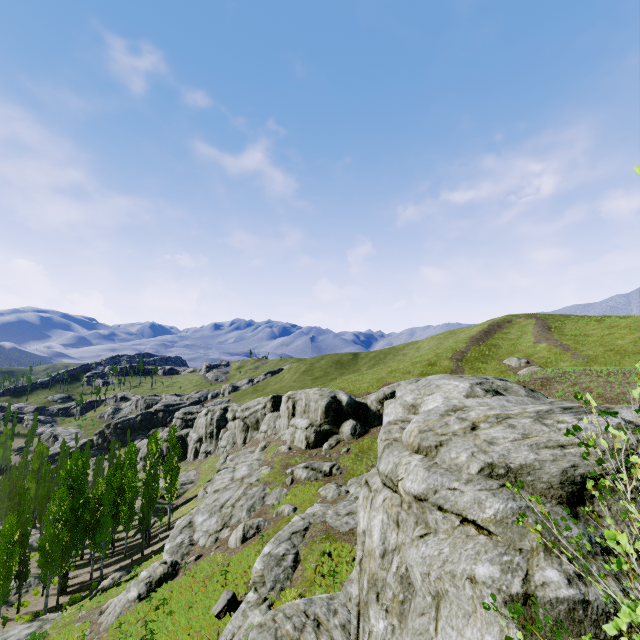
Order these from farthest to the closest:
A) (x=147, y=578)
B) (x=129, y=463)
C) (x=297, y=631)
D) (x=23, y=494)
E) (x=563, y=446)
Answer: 1. (x=129, y=463)
2. (x=23, y=494)
3. (x=147, y=578)
4. (x=297, y=631)
5. (x=563, y=446)

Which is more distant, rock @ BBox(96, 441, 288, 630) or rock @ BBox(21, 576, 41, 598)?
rock @ BBox(21, 576, 41, 598)

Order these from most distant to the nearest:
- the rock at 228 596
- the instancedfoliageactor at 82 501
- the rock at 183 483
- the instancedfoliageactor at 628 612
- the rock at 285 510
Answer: the rock at 183 483
the instancedfoliageactor at 82 501
the rock at 285 510
the rock at 228 596
the instancedfoliageactor at 628 612

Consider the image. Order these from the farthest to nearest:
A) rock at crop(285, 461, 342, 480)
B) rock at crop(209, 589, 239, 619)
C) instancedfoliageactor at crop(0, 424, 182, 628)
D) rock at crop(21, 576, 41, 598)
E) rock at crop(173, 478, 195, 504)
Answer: rock at crop(173, 478, 195, 504) < rock at crop(21, 576, 41, 598) < rock at crop(285, 461, 342, 480) < instancedfoliageactor at crop(0, 424, 182, 628) < rock at crop(209, 589, 239, 619)

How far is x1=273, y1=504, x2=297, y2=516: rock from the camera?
26.8 meters

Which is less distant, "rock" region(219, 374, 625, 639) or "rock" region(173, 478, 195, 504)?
"rock" region(219, 374, 625, 639)

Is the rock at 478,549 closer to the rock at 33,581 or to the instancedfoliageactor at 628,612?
the instancedfoliageactor at 628,612
